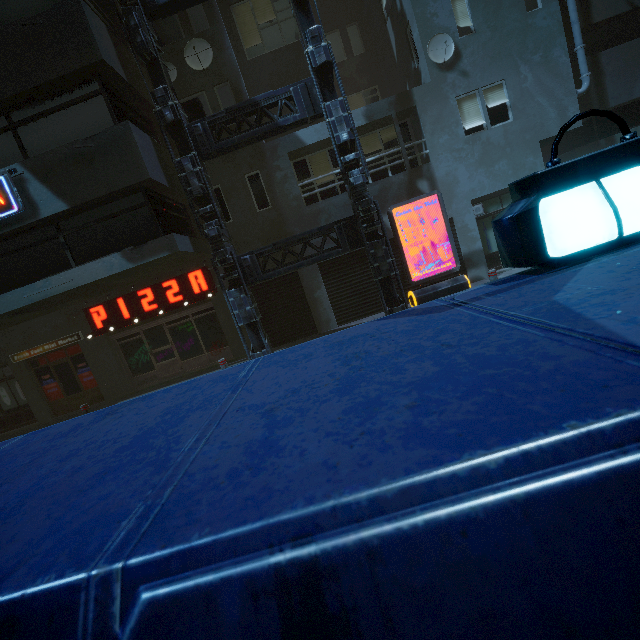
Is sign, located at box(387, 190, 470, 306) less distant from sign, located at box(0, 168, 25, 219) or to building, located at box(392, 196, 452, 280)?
building, located at box(392, 196, 452, 280)

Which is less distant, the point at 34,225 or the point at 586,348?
the point at 586,348

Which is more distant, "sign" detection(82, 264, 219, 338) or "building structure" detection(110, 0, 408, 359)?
"sign" detection(82, 264, 219, 338)

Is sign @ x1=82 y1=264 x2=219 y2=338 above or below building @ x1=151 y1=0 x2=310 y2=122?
below

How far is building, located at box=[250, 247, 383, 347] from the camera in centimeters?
1188cm

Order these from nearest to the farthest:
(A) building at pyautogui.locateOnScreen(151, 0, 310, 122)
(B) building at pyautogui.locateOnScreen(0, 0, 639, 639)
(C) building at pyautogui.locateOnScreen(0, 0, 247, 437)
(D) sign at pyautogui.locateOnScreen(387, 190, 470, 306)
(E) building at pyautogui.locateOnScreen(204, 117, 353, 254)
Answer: (B) building at pyautogui.locateOnScreen(0, 0, 639, 639)
(C) building at pyautogui.locateOnScreen(0, 0, 247, 437)
(D) sign at pyautogui.locateOnScreen(387, 190, 470, 306)
(A) building at pyautogui.locateOnScreen(151, 0, 310, 122)
(E) building at pyautogui.locateOnScreen(204, 117, 353, 254)

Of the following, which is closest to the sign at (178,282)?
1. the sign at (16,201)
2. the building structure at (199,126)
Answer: the building structure at (199,126)

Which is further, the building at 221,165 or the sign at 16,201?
the building at 221,165
